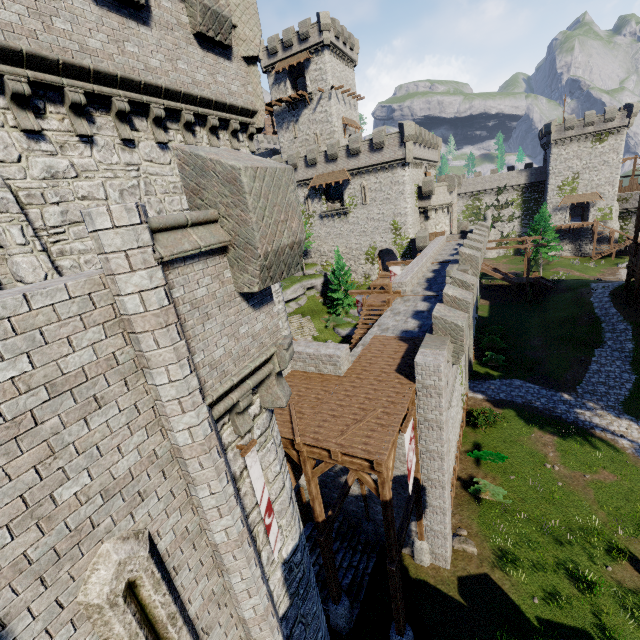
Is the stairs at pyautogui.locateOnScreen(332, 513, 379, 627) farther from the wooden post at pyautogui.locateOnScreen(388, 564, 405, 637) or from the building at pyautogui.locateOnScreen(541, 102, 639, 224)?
the building at pyautogui.locateOnScreen(541, 102, 639, 224)

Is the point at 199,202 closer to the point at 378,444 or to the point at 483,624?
the point at 378,444

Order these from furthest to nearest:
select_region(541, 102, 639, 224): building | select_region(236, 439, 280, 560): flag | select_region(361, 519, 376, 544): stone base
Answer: select_region(541, 102, 639, 224): building → select_region(361, 519, 376, 544): stone base → select_region(236, 439, 280, 560): flag

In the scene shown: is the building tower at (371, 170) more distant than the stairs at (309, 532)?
Yes

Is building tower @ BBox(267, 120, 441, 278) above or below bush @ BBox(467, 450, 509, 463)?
above

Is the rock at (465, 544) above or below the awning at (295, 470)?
below

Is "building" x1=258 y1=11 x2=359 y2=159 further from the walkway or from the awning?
the awning

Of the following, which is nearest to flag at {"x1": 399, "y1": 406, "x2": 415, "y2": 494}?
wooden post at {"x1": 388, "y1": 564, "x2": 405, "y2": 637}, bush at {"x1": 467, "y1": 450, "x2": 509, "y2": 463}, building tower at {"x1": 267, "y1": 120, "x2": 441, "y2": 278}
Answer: wooden post at {"x1": 388, "y1": 564, "x2": 405, "y2": 637}
